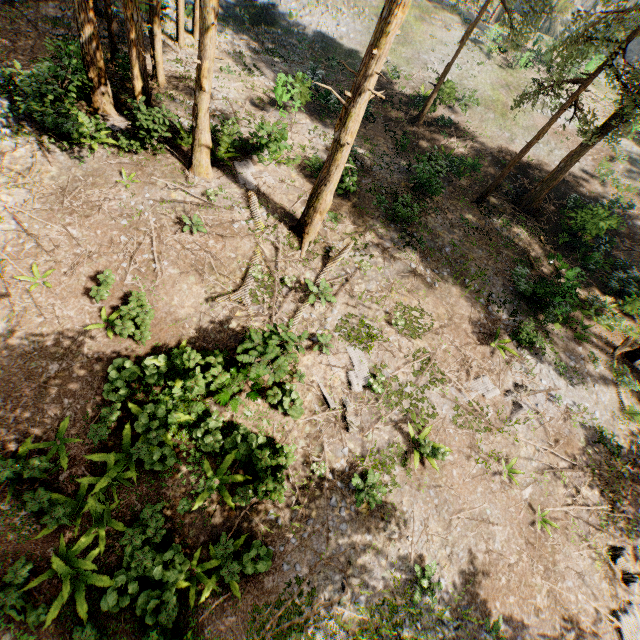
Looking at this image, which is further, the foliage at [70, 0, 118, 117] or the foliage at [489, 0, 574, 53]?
the foliage at [489, 0, 574, 53]

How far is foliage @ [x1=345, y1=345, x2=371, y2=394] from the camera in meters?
13.1

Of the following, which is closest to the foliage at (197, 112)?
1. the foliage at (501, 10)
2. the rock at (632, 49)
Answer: the foliage at (501, 10)

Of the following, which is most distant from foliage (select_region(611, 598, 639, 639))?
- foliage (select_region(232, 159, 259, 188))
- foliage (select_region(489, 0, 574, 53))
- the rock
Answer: the rock

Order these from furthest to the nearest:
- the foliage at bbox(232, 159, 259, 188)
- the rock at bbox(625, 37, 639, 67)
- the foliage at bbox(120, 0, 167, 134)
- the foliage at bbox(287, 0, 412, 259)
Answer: the rock at bbox(625, 37, 639, 67) < the foliage at bbox(232, 159, 259, 188) < the foliage at bbox(120, 0, 167, 134) < the foliage at bbox(287, 0, 412, 259)

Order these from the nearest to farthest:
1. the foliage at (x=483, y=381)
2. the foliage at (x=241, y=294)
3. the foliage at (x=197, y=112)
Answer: the foliage at (x=197, y=112) < the foliage at (x=241, y=294) < the foliage at (x=483, y=381)

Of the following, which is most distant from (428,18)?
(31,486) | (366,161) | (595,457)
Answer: (31,486)
